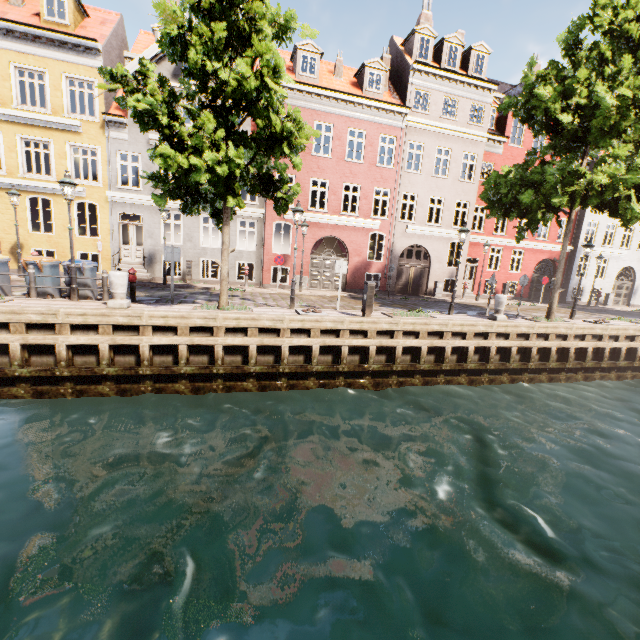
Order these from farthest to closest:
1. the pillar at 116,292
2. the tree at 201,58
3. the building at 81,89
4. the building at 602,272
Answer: the building at 602,272 → the building at 81,89 → the pillar at 116,292 → the tree at 201,58

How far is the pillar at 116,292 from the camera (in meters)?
9.33

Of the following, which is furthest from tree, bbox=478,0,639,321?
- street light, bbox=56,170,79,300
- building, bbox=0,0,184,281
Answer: building, bbox=0,0,184,281

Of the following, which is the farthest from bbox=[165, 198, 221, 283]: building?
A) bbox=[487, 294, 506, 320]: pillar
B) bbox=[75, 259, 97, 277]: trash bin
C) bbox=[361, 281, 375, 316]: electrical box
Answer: bbox=[75, 259, 97, 277]: trash bin

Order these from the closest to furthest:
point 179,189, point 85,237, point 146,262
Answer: point 179,189, point 85,237, point 146,262

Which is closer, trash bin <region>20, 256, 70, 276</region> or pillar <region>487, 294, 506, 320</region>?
trash bin <region>20, 256, 70, 276</region>

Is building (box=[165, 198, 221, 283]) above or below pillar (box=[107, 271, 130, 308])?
above

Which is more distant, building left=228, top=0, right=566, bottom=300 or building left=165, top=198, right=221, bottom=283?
building left=228, top=0, right=566, bottom=300
